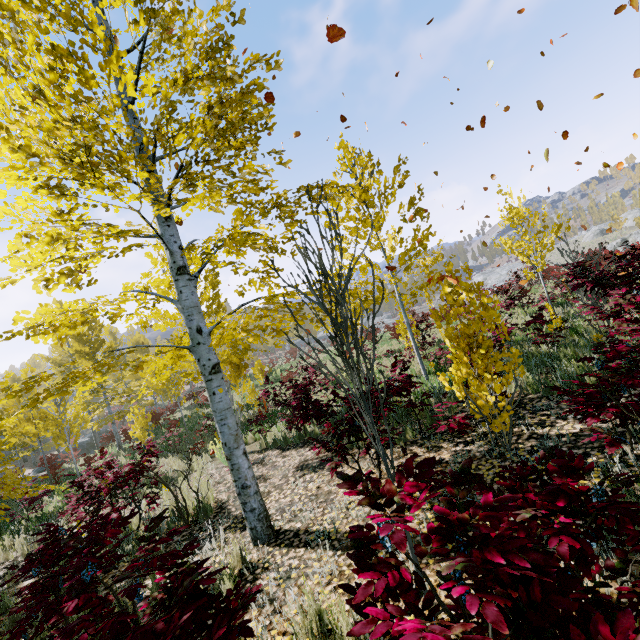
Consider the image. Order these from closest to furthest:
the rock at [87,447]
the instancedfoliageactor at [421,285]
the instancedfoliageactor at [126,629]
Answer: the instancedfoliageactor at [126,629] < the instancedfoliageactor at [421,285] < the rock at [87,447]

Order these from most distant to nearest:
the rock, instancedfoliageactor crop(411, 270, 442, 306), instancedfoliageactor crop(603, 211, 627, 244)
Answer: instancedfoliageactor crop(603, 211, 627, 244) < the rock < instancedfoliageactor crop(411, 270, 442, 306)

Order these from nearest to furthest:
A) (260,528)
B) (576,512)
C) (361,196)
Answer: (576,512) → (260,528) → (361,196)

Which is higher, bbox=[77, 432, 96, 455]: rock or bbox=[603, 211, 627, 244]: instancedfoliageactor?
bbox=[603, 211, 627, 244]: instancedfoliageactor

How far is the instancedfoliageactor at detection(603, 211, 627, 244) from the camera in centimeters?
4803cm

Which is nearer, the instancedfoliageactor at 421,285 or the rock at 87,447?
the instancedfoliageactor at 421,285

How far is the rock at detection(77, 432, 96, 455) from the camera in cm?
2687
